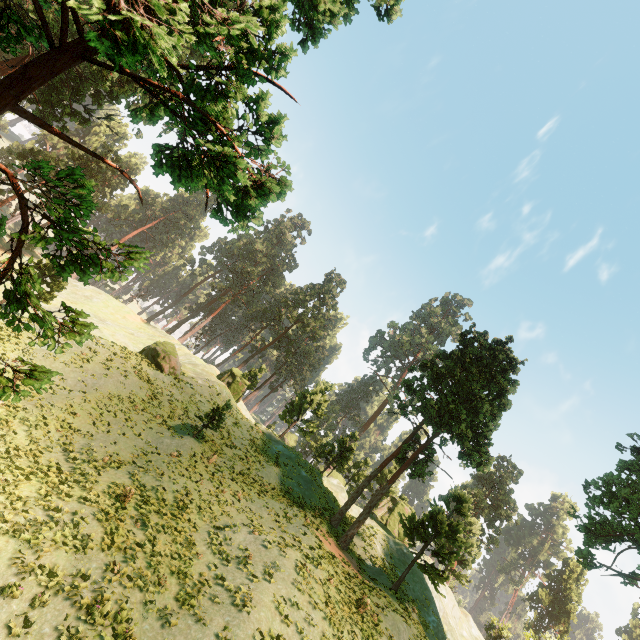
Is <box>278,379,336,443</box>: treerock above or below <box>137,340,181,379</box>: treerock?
above

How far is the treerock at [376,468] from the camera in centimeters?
2366cm

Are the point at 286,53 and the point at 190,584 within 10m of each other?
no

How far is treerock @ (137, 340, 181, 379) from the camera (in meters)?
32.62
